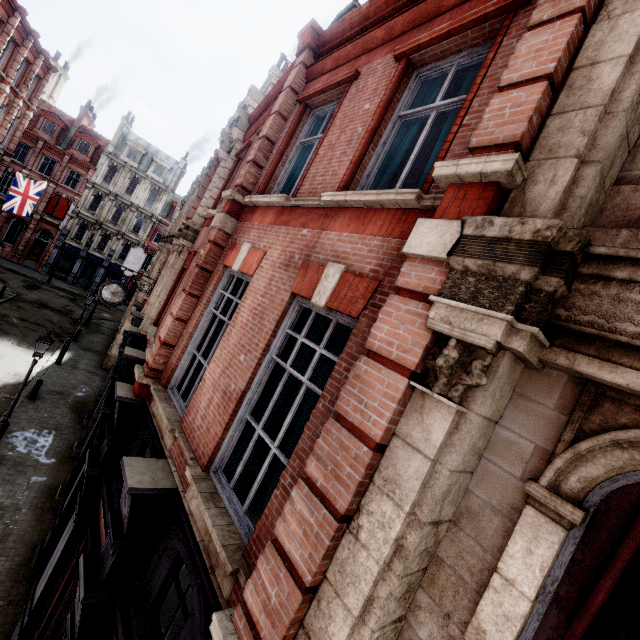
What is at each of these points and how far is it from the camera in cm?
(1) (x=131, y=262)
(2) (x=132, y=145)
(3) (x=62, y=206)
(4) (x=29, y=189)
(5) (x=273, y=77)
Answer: (1) sign, 2541
(2) roof window, 4034
(3) sign, 3738
(4) flag, 2445
(5) roof window, 1822

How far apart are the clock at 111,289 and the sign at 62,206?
34.70m

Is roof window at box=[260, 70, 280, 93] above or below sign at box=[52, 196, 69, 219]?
above

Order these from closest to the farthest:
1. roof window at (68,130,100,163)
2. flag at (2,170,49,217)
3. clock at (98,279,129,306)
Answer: clock at (98,279,129,306) < flag at (2,170,49,217) < roof window at (68,130,100,163)

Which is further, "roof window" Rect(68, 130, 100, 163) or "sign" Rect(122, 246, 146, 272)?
"roof window" Rect(68, 130, 100, 163)

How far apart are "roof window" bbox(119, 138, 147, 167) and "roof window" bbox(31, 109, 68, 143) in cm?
562

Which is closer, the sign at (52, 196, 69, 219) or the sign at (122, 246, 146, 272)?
the sign at (122, 246, 146, 272)

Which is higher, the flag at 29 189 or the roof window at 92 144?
the roof window at 92 144
